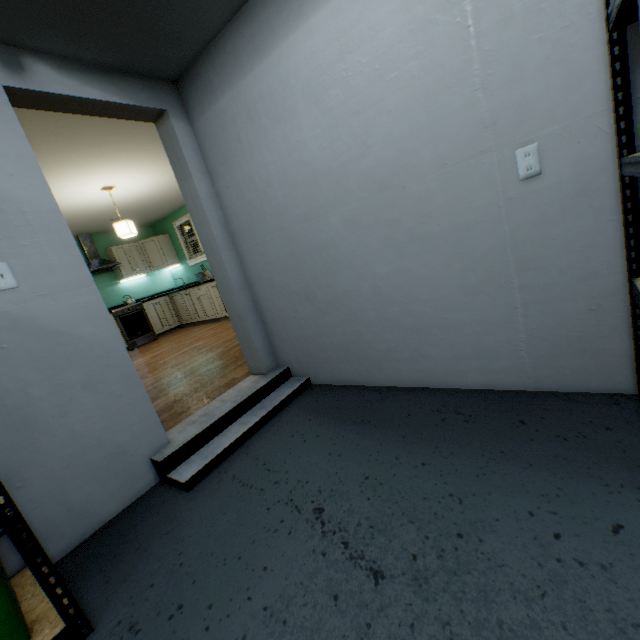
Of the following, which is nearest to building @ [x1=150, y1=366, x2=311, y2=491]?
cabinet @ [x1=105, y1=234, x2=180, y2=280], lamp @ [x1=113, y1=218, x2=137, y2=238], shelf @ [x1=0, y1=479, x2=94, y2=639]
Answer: shelf @ [x1=0, y1=479, x2=94, y2=639]

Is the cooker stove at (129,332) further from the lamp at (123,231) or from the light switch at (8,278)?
the light switch at (8,278)

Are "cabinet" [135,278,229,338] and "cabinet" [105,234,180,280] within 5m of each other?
yes

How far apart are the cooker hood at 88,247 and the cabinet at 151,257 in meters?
0.2

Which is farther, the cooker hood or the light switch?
the cooker hood

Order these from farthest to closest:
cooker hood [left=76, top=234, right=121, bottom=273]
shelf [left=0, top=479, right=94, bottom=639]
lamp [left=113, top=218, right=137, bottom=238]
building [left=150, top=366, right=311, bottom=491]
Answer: cooker hood [left=76, top=234, right=121, bottom=273] < lamp [left=113, top=218, right=137, bottom=238] < building [left=150, top=366, right=311, bottom=491] < shelf [left=0, top=479, right=94, bottom=639]

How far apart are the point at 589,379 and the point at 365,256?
1.30m

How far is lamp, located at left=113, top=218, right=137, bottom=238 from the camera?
4.5 meters
